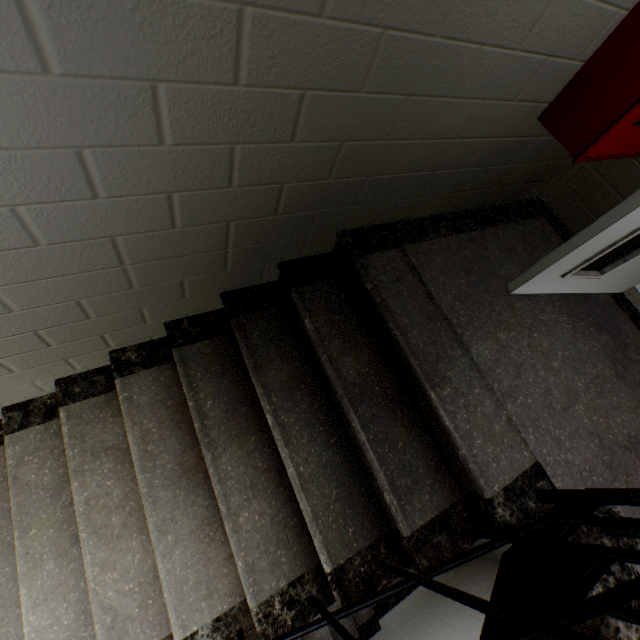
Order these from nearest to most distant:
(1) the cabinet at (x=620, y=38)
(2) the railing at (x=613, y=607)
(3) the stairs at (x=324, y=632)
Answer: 1. (2) the railing at (x=613, y=607)
2. (1) the cabinet at (x=620, y=38)
3. (3) the stairs at (x=324, y=632)

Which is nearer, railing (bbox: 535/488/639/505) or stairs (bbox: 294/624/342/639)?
railing (bbox: 535/488/639/505)

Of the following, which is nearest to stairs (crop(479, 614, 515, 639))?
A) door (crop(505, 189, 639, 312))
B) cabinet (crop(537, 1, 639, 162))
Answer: door (crop(505, 189, 639, 312))

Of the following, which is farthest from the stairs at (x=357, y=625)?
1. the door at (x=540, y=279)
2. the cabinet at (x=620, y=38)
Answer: the cabinet at (x=620, y=38)

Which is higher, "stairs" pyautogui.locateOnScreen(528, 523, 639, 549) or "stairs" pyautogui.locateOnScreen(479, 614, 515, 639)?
"stairs" pyautogui.locateOnScreen(479, 614, 515, 639)

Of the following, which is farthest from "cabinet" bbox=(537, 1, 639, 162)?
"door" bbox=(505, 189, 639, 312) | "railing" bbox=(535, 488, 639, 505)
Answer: "railing" bbox=(535, 488, 639, 505)

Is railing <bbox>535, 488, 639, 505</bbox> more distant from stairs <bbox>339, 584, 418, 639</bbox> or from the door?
the door

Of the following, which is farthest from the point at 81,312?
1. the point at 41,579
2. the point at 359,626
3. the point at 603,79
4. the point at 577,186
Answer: the point at 359,626
